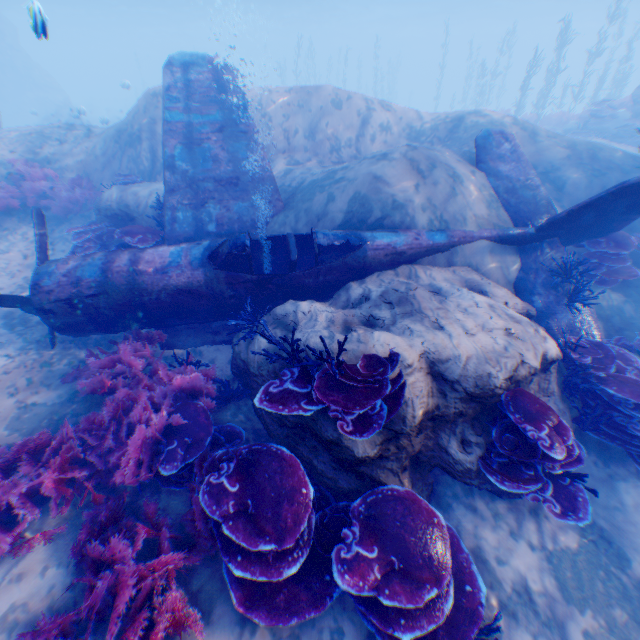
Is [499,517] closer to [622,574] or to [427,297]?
[622,574]

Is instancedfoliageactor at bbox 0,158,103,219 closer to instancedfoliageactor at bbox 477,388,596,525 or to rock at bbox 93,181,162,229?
rock at bbox 93,181,162,229

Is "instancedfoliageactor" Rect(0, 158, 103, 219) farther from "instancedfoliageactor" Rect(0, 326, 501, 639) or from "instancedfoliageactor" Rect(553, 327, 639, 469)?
"instancedfoliageactor" Rect(553, 327, 639, 469)

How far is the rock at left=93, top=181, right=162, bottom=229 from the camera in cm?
812

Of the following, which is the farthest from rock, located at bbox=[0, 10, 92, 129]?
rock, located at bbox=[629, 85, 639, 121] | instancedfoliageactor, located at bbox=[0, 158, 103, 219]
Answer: rock, located at bbox=[629, 85, 639, 121]

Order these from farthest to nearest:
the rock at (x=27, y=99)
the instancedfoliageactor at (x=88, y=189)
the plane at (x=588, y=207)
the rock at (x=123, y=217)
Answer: the rock at (x=27, y=99), the instancedfoliageactor at (x=88, y=189), the rock at (x=123, y=217), the plane at (x=588, y=207)

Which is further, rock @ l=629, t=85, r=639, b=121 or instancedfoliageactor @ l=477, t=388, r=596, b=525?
rock @ l=629, t=85, r=639, b=121

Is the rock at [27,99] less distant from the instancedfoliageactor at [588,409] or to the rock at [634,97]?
the instancedfoliageactor at [588,409]
